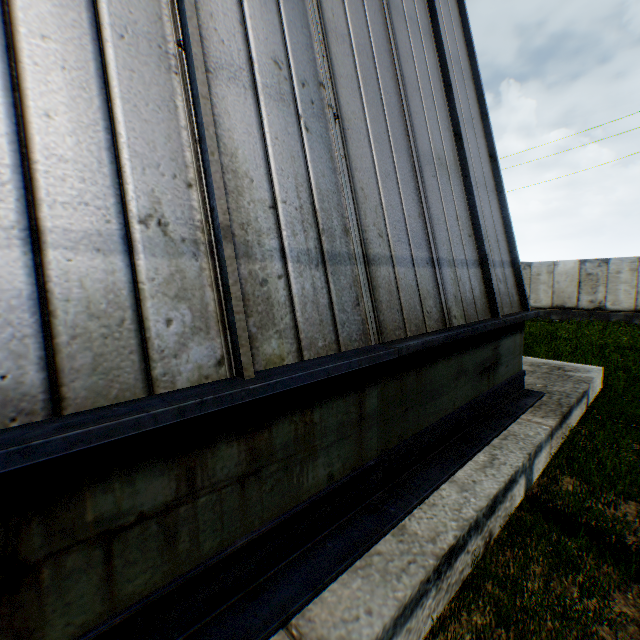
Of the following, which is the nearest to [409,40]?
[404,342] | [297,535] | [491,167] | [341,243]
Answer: [491,167]
